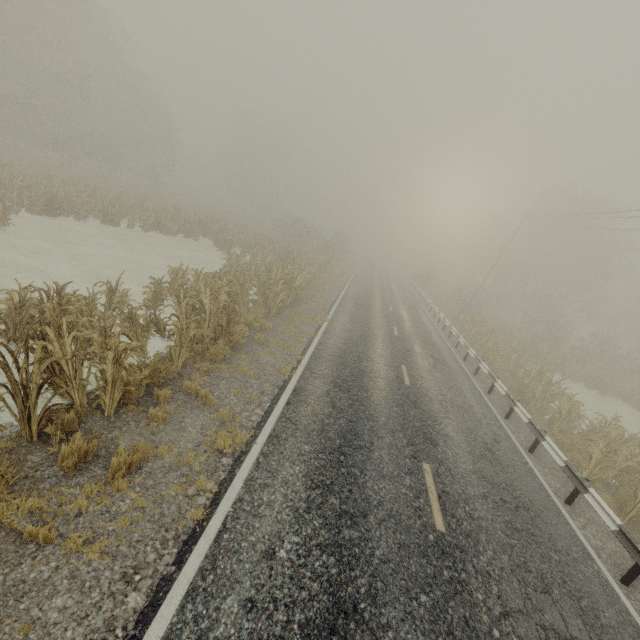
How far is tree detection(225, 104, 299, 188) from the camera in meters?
54.0 m

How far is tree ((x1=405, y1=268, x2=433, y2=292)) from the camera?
44.8m

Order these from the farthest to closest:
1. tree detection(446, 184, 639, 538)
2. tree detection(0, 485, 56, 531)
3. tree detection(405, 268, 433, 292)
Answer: tree detection(405, 268, 433, 292) < tree detection(446, 184, 639, 538) < tree detection(0, 485, 56, 531)

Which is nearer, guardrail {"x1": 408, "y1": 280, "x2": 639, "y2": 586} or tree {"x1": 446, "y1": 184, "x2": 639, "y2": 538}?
guardrail {"x1": 408, "y1": 280, "x2": 639, "y2": 586}

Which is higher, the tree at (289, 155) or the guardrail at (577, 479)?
the tree at (289, 155)

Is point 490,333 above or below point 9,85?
below

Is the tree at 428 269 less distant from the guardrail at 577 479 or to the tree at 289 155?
the guardrail at 577 479

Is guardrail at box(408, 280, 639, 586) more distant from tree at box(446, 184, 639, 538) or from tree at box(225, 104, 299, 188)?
tree at box(225, 104, 299, 188)
